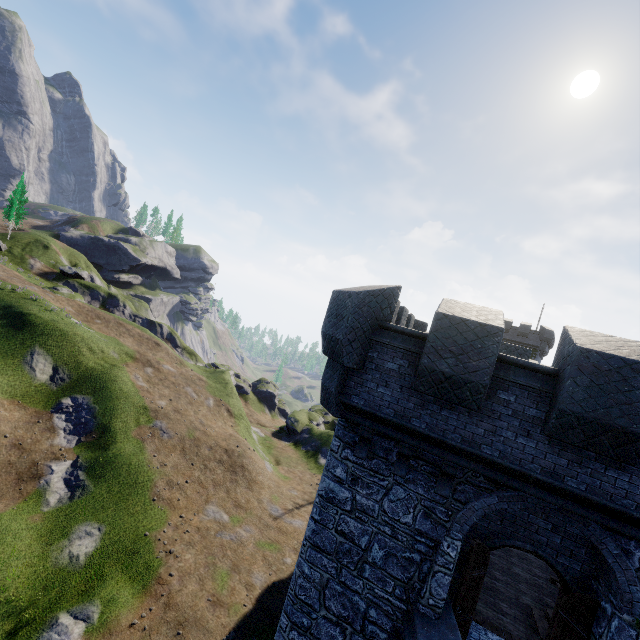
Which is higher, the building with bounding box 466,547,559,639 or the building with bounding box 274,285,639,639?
the building with bounding box 274,285,639,639

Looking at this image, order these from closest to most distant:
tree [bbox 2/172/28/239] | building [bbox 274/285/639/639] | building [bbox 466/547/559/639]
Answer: building [bbox 274/285/639/639] → building [bbox 466/547/559/639] → tree [bbox 2/172/28/239]

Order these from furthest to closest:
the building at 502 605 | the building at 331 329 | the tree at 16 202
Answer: the tree at 16 202
the building at 502 605
the building at 331 329

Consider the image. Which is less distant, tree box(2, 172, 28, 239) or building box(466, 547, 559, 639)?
building box(466, 547, 559, 639)

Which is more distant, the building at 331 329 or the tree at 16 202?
the tree at 16 202

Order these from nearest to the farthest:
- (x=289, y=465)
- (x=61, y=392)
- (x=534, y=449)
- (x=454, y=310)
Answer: (x=534, y=449)
(x=454, y=310)
(x=61, y=392)
(x=289, y=465)

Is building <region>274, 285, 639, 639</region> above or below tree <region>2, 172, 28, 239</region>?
below
